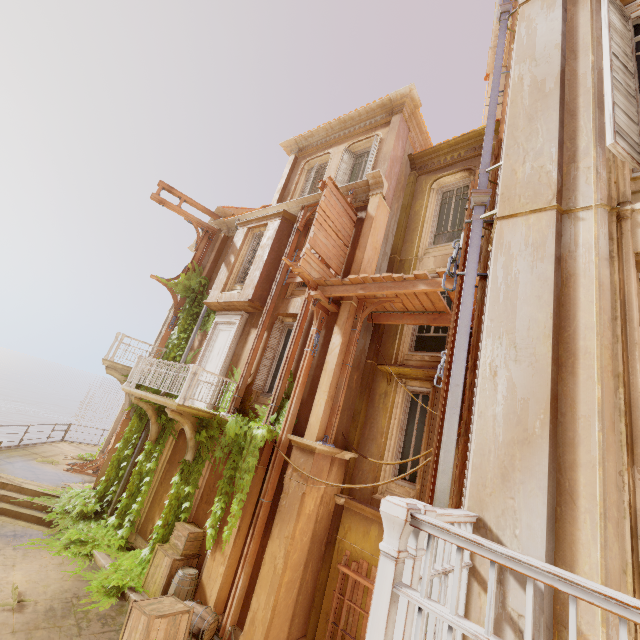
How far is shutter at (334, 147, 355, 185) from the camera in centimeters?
1235cm

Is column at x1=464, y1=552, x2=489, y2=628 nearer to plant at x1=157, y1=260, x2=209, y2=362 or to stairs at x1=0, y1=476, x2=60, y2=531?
plant at x1=157, y1=260, x2=209, y2=362

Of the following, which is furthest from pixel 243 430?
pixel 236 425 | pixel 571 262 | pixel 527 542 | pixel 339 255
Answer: pixel 571 262

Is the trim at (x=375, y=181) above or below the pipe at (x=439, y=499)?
above

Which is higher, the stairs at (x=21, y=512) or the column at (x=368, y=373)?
the column at (x=368, y=373)

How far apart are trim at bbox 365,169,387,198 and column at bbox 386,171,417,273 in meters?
1.6

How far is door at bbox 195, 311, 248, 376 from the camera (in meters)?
11.29

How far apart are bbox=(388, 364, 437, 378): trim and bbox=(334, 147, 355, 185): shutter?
6.5 meters
